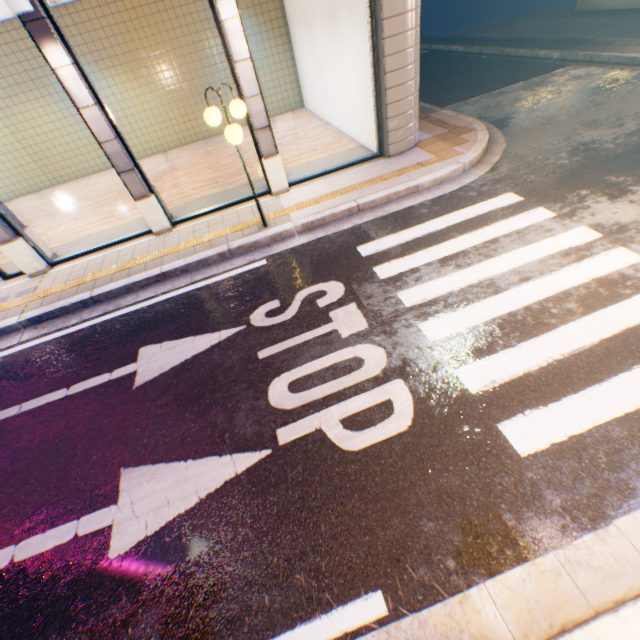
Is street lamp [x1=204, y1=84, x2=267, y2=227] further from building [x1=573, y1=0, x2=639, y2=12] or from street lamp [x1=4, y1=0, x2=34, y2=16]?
building [x1=573, y1=0, x2=639, y2=12]

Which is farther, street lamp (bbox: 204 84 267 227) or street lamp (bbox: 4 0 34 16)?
street lamp (bbox: 204 84 267 227)

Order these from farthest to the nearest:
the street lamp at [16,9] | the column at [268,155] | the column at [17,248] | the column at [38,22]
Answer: the column at [17,248], the column at [268,155], the column at [38,22], the street lamp at [16,9]

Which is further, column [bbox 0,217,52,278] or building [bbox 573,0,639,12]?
building [bbox 573,0,639,12]

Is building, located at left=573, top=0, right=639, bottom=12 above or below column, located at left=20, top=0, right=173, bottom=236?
below

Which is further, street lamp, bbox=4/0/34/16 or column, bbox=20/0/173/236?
column, bbox=20/0/173/236

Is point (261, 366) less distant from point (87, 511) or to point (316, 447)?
point (316, 447)

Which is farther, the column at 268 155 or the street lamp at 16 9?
the column at 268 155
